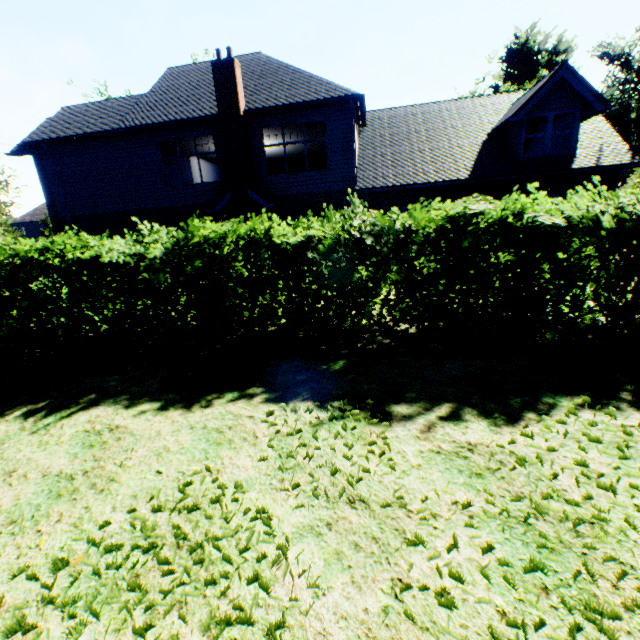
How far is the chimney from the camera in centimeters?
1291cm

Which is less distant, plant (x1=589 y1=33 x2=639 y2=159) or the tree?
the tree

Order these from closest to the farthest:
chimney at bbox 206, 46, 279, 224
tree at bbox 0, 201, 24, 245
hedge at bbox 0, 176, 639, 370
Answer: hedge at bbox 0, 176, 639, 370, chimney at bbox 206, 46, 279, 224, tree at bbox 0, 201, 24, 245

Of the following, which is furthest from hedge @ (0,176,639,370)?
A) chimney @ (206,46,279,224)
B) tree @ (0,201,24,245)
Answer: chimney @ (206,46,279,224)

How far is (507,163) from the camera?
13.06m

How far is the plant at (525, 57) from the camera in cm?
3625

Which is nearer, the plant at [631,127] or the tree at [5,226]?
the tree at [5,226]

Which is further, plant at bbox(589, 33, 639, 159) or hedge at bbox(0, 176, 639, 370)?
plant at bbox(589, 33, 639, 159)
